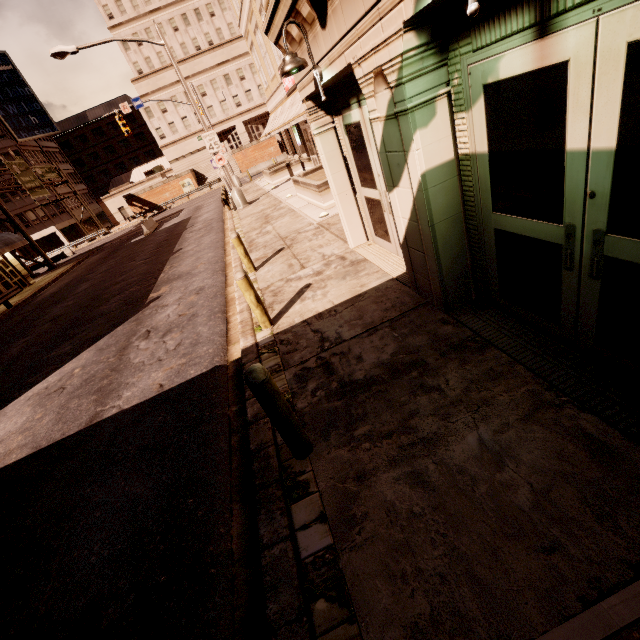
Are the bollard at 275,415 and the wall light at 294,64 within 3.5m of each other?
no

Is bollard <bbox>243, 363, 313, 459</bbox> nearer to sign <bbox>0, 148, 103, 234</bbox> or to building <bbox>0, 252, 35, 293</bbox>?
building <bbox>0, 252, 35, 293</bbox>

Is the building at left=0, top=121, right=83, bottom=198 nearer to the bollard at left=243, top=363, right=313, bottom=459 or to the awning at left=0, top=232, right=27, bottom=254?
the awning at left=0, top=232, right=27, bottom=254

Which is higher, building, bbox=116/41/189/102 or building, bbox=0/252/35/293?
building, bbox=116/41/189/102

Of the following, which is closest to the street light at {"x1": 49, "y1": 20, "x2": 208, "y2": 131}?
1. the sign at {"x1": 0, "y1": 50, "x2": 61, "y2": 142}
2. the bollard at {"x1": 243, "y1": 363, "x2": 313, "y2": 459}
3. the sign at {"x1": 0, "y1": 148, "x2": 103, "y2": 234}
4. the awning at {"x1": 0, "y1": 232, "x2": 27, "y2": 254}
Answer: the awning at {"x1": 0, "y1": 232, "x2": 27, "y2": 254}

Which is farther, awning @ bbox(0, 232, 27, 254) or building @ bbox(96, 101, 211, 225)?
building @ bbox(96, 101, 211, 225)

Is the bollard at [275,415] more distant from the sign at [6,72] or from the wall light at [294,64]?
the sign at [6,72]

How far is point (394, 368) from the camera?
4.04m
